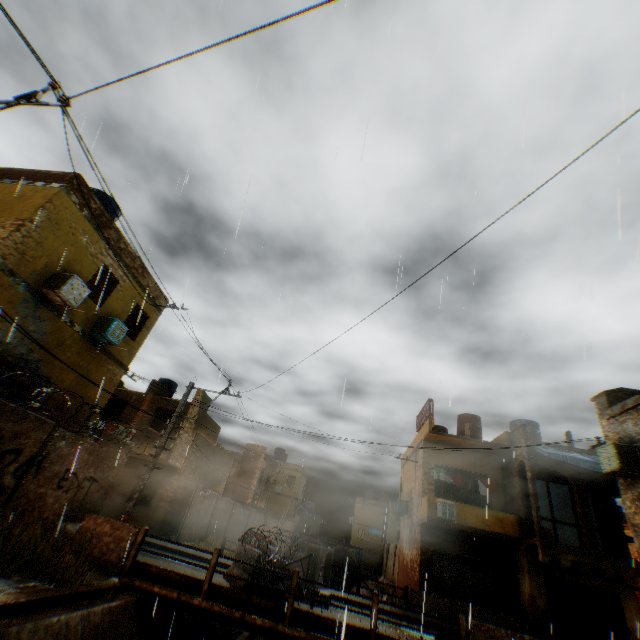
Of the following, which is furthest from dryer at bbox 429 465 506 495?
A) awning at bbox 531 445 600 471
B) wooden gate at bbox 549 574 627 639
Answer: wooden gate at bbox 549 574 627 639

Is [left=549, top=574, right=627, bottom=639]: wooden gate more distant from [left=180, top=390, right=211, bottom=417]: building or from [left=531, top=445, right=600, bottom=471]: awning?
[left=531, top=445, right=600, bottom=471]: awning

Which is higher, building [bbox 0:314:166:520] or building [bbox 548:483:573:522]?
building [bbox 548:483:573:522]

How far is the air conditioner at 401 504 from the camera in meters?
23.2 m

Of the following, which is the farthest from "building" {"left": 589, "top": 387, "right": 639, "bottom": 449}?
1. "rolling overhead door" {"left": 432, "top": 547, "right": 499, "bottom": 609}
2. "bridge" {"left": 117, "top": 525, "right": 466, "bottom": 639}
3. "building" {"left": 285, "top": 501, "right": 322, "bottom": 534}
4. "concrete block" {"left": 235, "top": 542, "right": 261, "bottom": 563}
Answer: "building" {"left": 285, "top": 501, "right": 322, "bottom": 534}

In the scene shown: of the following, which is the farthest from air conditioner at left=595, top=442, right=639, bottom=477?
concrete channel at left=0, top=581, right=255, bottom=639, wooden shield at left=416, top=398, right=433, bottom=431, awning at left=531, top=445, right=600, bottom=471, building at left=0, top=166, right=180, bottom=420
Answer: wooden shield at left=416, top=398, right=433, bottom=431

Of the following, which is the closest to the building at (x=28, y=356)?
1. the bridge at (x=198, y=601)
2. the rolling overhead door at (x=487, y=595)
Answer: the rolling overhead door at (x=487, y=595)

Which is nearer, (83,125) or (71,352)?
(83,125)
